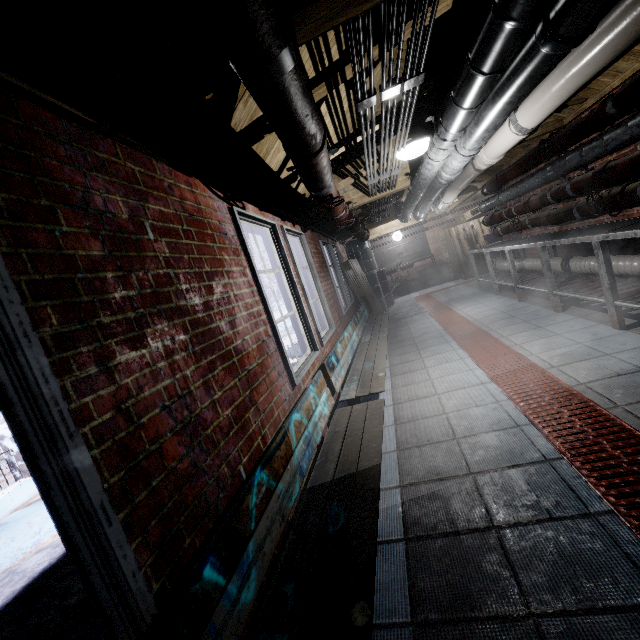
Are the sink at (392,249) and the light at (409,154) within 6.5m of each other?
no

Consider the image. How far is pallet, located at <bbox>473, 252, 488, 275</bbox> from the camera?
8.66m

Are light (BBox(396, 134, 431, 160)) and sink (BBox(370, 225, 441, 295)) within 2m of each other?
no

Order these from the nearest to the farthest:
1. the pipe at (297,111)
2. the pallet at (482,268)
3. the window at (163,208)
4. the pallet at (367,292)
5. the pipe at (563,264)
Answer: the pipe at (297,111) → the window at (163,208) → the pipe at (563,264) → the pallet at (367,292) → the pallet at (482,268)

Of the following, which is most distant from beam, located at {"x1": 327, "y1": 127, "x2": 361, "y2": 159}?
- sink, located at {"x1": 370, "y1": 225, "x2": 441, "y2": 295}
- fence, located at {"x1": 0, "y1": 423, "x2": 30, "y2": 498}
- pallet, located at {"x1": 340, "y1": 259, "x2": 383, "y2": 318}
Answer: sink, located at {"x1": 370, "y1": 225, "x2": 441, "y2": 295}

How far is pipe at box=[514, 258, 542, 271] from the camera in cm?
466

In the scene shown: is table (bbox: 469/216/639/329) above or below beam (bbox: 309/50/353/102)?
below

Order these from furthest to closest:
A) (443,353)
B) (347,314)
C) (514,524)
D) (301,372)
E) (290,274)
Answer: (347,314) < (443,353) < (290,274) < (301,372) < (514,524)
